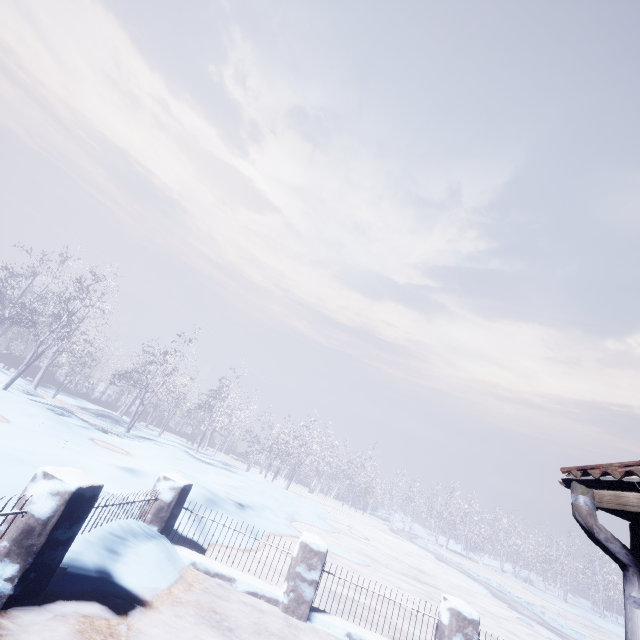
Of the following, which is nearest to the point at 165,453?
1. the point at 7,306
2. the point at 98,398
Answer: the point at 7,306
